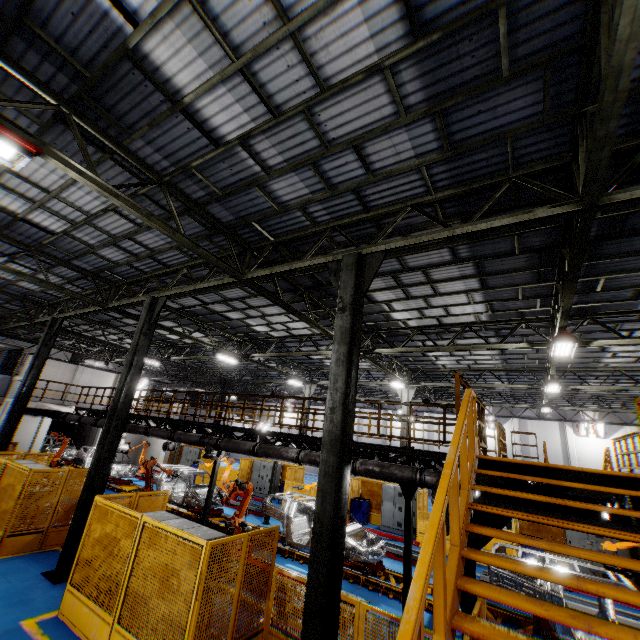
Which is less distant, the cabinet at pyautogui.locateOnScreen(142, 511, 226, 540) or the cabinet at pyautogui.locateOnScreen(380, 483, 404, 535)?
the cabinet at pyautogui.locateOnScreen(142, 511, 226, 540)

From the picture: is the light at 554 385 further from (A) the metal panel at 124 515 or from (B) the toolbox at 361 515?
(B) the toolbox at 361 515

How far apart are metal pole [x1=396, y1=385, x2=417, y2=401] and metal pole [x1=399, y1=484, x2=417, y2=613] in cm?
1021

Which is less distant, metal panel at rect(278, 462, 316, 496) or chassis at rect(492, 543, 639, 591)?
chassis at rect(492, 543, 639, 591)

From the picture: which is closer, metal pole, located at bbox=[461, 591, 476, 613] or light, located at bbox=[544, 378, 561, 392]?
metal pole, located at bbox=[461, 591, 476, 613]

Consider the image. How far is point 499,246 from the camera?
8.1m

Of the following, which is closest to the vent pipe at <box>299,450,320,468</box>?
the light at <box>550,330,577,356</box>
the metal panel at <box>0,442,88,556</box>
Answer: the metal panel at <box>0,442,88,556</box>

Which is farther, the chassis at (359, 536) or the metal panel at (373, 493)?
the metal panel at (373, 493)
